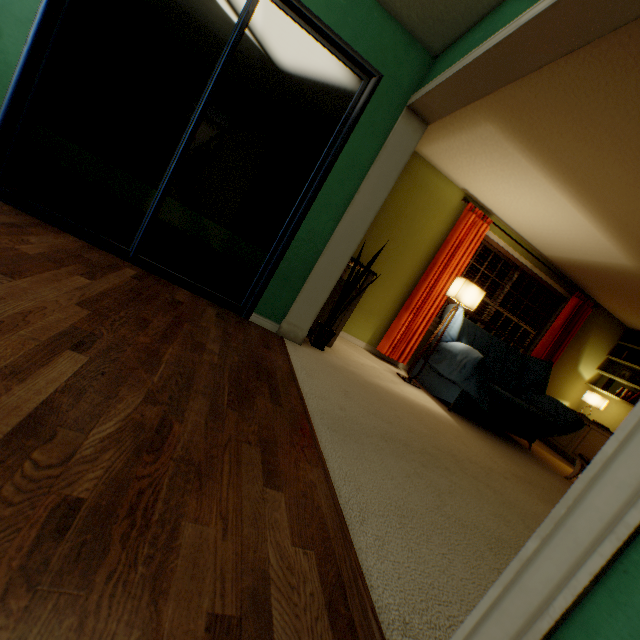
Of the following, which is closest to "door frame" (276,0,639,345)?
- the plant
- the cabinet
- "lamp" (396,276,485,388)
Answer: the plant

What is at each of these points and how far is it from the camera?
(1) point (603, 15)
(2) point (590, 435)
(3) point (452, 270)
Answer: (1) door frame, 1.3m
(2) cabinet, 5.2m
(3) blinds, 4.4m

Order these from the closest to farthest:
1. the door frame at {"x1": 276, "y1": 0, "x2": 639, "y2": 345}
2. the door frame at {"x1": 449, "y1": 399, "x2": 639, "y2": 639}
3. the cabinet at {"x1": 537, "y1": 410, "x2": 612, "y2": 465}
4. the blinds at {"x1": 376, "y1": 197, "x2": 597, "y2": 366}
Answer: the door frame at {"x1": 449, "y1": 399, "x2": 639, "y2": 639} → the door frame at {"x1": 276, "y1": 0, "x2": 639, "y2": 345} → the blinds at {"x1": 376, "y1": 197, "x2": 597, "y2": 366} → the cabinet at {"x1": 537, "y1": 410, "x2": 612, "y2": 465}

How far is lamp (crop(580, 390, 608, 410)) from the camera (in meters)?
5.38

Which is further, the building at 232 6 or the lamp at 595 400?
the lamp at 595 400

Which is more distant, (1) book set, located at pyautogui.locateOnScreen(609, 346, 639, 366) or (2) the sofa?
(1) book set, located at pyautogui.locateOnScreen(609, 346, 639, 366)

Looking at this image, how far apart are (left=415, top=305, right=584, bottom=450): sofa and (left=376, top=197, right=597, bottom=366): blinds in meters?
0.1 m

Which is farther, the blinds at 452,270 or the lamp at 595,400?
the lamp at 595,400
